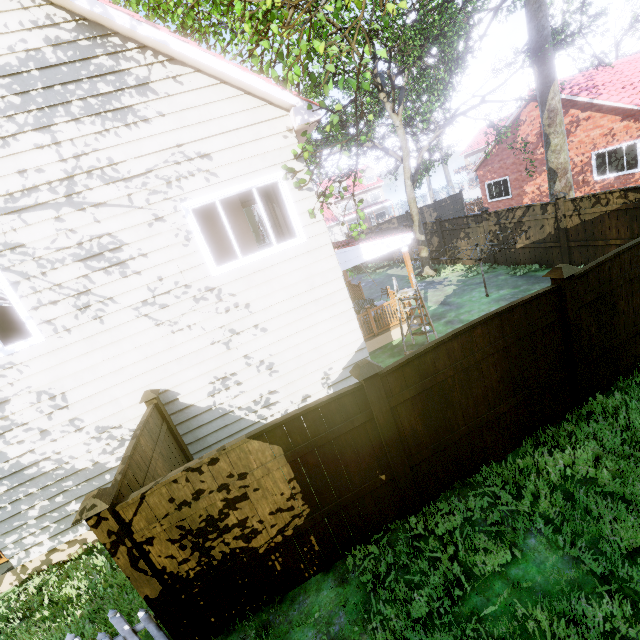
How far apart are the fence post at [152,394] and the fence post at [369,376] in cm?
387

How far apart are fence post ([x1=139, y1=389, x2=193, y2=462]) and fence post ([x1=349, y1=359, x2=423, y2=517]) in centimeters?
387cm

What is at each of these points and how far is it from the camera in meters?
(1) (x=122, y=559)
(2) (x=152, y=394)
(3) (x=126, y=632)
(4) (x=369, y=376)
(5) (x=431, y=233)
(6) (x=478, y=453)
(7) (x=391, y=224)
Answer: (1) fence post, 3.5 m
(2) fence post, 5.9 m
(3) fence, 3.8 m
(4) fence post, 4.0 m
(5) fence, 17.2 m
(6) fence, 4.9 m
(7) fence, 28.7 m

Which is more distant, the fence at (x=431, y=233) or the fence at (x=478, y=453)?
the fence at (x=431, y=233)

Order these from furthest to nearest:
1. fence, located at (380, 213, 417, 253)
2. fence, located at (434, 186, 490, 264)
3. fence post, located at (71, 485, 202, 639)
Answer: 1. fence, located at (380, 213, 417, 253)
2. fence, located at (434, 186, 490, 264)
3. fence post, located at (71, 485, 202, 639)

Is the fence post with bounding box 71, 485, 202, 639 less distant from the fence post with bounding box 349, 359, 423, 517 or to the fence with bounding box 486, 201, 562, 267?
the fence with bounding box 486, 201, 562, 267

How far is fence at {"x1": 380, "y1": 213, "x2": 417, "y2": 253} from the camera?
18.9m
